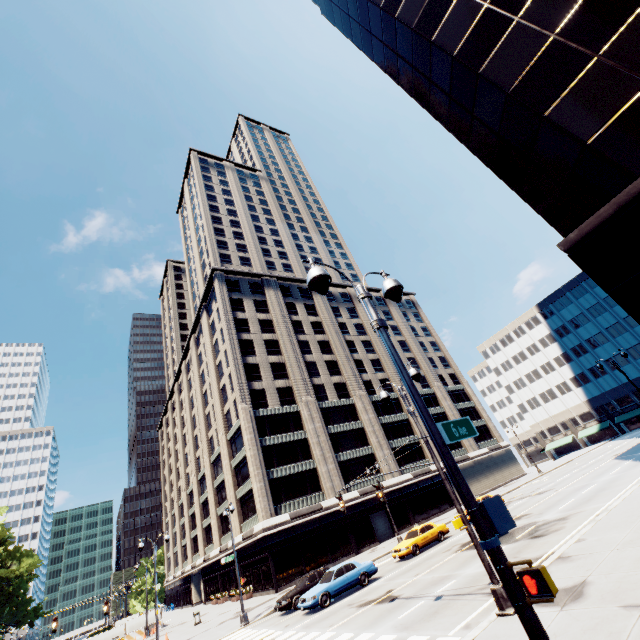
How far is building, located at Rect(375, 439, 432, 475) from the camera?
45.6m

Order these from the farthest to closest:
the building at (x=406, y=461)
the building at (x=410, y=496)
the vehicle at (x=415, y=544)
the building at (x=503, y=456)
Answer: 1. the building at (x=503, y=456)
2. the building at (x=406, y=461)
3. the building at (x=410, y=496)
4. the vehicle at (x=415, y=544)

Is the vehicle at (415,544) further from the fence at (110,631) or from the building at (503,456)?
the fence at (110,631)

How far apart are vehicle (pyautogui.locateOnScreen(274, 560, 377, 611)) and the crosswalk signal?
19.3 meters

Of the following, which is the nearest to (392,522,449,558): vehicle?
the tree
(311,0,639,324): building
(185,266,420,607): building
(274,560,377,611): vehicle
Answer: (274,560,377,611): vehicle

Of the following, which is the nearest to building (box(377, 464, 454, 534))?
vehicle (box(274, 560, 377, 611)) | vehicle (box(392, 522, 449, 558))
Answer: vehicle (box(392, 522, 449, 558))

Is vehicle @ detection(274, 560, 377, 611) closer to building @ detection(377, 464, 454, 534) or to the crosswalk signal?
building @ detection(377, 464, 454, 534)

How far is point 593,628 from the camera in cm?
660
